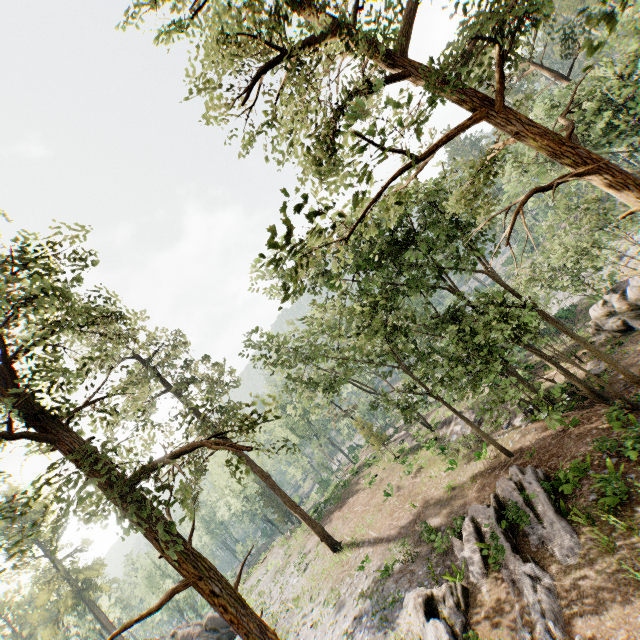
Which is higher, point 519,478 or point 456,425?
point 519,478

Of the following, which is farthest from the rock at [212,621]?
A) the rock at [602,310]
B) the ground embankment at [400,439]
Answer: the rock at [602,310]

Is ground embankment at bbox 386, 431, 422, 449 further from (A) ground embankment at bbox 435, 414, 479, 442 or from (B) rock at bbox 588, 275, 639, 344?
(B) rock at bbox 588, 275, 639, 344

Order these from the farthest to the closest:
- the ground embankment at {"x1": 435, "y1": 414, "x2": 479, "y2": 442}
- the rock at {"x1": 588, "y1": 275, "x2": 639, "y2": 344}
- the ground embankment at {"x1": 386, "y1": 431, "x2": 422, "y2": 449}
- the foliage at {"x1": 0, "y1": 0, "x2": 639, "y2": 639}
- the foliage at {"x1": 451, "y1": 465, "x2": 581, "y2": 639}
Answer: the ground embankment at {"x1": 386, "y1": 431, "x2": 422, "y2": 449}
the ground embankment at {"x1": 435, "y1": 414, "x2": 479, "y2": 442}
the rock at {"x1": 588, "y1": 275, "x2": 639, "y2": 344}
the foliage at {"x1": 451, "y1": 465, "x2": 581, "y2": 639}
the foliage at {"x1": 0, "y1": 0, "x2": 639, "y2": 639}

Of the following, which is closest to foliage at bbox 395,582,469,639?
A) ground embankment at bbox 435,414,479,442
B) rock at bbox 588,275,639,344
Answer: ground embankment at bbox 435,414,479,442

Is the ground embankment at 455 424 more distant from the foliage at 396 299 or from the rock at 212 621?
the rock at 212 621

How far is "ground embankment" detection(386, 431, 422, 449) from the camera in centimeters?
3412cm

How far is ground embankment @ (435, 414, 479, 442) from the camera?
25.8m
